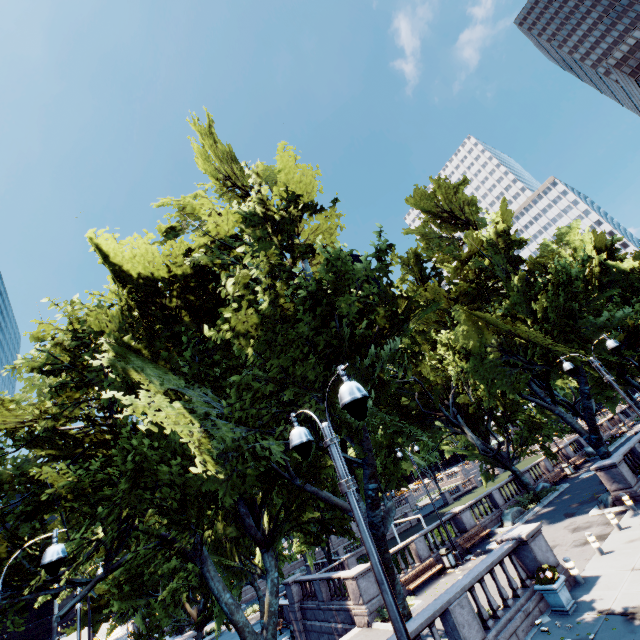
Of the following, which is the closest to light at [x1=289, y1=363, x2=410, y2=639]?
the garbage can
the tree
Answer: the tree

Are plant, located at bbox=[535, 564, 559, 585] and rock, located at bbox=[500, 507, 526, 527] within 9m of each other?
no

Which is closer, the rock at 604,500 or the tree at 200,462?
the tree at 200,462

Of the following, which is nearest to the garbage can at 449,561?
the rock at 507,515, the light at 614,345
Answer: the rock at 507,515

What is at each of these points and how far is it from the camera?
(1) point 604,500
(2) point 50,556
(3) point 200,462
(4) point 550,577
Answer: (1) rock, 19.0m
(2) light, 6.7m
(3) tree, 9.9m
(4) plant, 11.2m

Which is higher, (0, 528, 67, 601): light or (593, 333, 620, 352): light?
(593, 333, 620, 352): light

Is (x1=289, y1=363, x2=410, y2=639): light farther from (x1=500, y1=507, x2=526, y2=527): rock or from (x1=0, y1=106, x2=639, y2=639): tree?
(x1=500, y1=507, x2=526, y2=527): rock

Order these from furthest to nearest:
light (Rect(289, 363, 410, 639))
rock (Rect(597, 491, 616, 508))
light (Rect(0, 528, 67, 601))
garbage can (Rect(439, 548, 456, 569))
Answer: garbage can (Rect(439, 548, 456, 569))
rock (Rect(597, 491, 616, 508))
light (Rect(0, 528, 67, 601))
light (Rect(289, 363, 410, 639))
